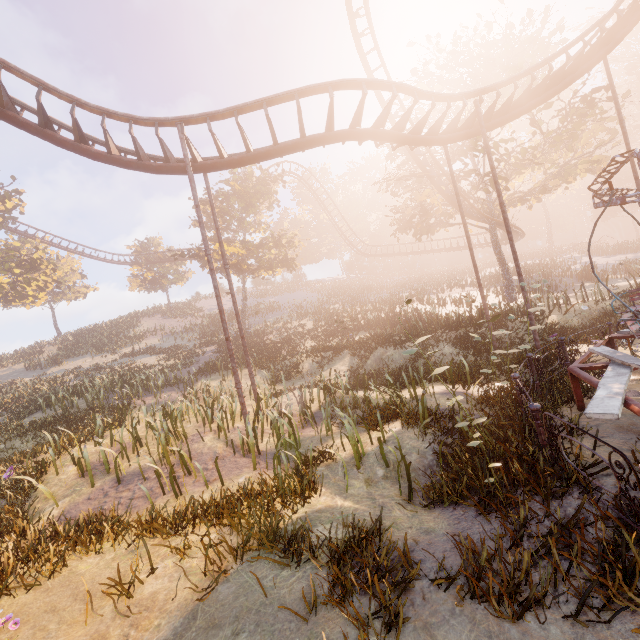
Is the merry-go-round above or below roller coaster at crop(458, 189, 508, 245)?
below

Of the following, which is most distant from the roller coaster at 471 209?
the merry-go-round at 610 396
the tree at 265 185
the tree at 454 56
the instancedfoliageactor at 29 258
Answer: the tree at 265 185

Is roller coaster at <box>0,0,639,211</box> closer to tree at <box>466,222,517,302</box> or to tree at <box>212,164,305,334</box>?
tree at <box>466,222,517,302</box>

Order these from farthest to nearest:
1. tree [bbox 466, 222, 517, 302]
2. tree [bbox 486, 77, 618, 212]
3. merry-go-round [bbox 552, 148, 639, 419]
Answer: tree [bbox 466, 222, 517, 302], tree [bbox 486, 77, 618, 212], merry-go-round [bbox 552, 148, 639, 419]

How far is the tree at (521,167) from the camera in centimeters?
1891cm

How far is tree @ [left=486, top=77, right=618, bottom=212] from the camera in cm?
1891

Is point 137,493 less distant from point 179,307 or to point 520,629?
point 520,629
